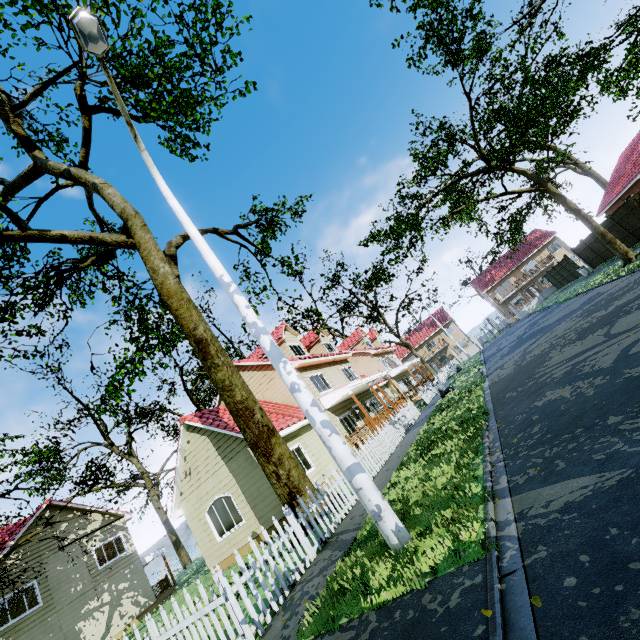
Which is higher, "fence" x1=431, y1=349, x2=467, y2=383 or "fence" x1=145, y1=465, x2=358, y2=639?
"fence" x1=431, y1=349, x2=467, y2=383

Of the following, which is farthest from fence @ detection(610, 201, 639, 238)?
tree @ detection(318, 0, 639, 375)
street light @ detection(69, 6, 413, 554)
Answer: street light @ detection(69, 6, 413, 554)

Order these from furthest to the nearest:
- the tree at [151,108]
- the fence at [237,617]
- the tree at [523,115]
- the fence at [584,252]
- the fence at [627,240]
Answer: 1. the fence at [584,252]
2. the fence at [627,240]
3. the tree at [523,115]
4. the tree at [151,108]
5. the fence at [237,617]

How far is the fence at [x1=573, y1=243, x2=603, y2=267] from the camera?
26.6 meters

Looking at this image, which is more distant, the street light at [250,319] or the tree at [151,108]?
the tree at [151,108]

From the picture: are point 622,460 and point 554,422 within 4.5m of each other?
yes
